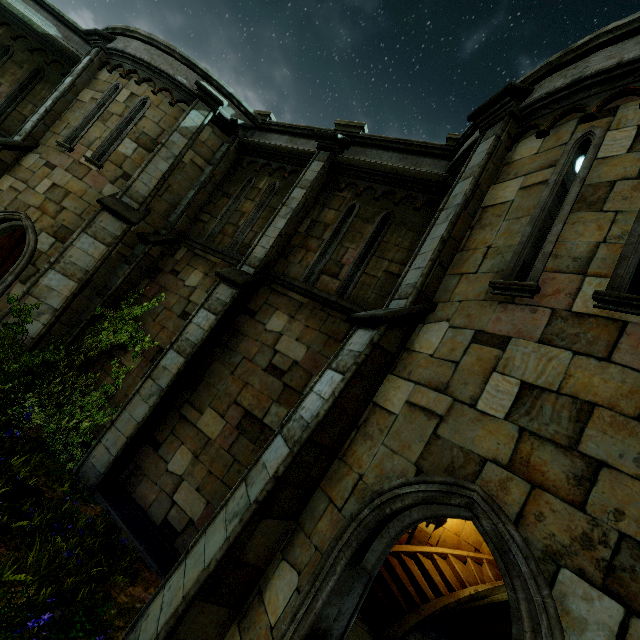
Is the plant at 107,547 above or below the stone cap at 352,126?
below

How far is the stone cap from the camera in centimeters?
858cm

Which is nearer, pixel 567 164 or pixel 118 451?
pixel 567 164

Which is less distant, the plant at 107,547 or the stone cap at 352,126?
the plant at 107,547

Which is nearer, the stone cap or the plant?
the plant

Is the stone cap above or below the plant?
above
